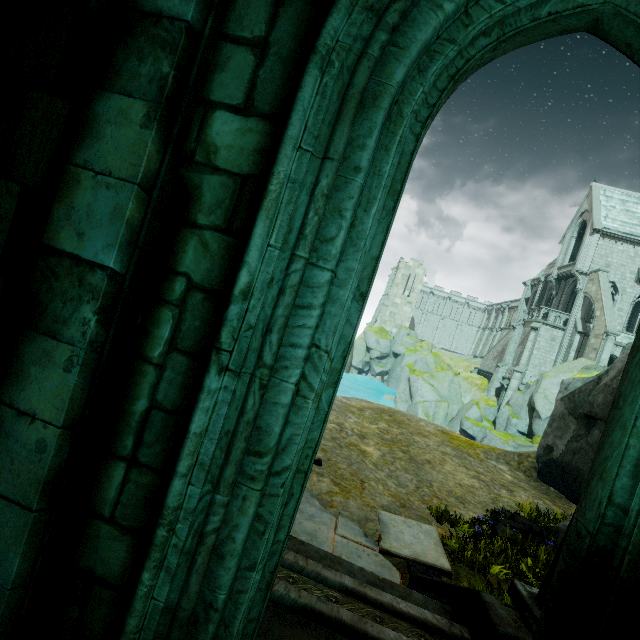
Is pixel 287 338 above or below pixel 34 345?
above

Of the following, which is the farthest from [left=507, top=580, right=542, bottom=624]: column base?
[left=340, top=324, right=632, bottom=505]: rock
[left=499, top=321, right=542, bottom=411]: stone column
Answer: [left=499, top=321, right=542, bottom=411]: stone column

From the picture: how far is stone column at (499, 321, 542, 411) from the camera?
30.78m

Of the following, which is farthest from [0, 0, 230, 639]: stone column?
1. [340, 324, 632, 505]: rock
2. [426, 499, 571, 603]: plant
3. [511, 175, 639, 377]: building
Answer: [511, 175, 639, 377]: building

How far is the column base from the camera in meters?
2.6 m

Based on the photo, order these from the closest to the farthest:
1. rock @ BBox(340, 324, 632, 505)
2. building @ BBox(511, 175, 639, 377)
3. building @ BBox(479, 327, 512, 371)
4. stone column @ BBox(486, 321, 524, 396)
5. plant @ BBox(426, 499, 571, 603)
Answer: plant @ BBox(426, 499, 571, 603)
rock @ BBox(340, 324, 632, 505)
building @ BBox(511, 175, 639, 377)
stone column @ BBox(486, 321, 524, 396)
building @ BBox(479, 327, 512, 371)

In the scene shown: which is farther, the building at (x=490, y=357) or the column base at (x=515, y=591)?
the building at (x=490, y=357)

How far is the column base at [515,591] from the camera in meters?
2.6
